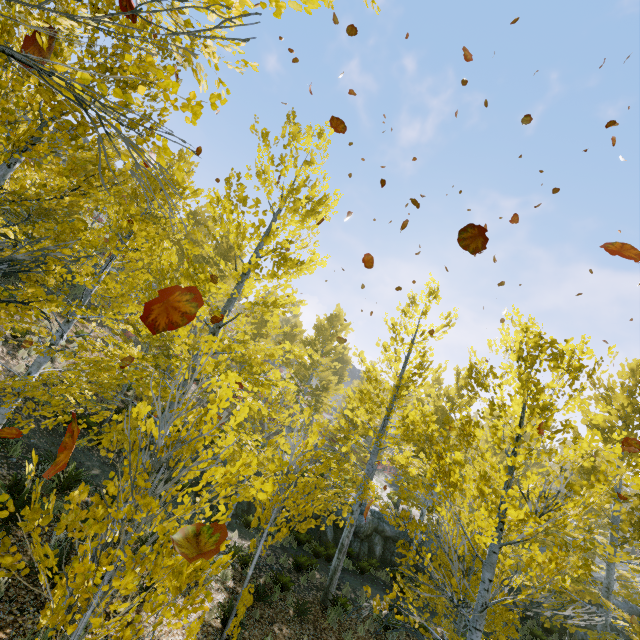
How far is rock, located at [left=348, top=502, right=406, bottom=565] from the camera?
15.9 meters

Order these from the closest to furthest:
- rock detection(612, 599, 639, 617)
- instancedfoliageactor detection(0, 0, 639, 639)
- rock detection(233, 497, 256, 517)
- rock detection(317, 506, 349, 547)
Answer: instancedfoliageactor detection(0, 0, 639, 639)
rock detection(233, 497, 256, 517)
rock detection(612, 599, 639, 617)
rock detection(317, 506, 349, 547)

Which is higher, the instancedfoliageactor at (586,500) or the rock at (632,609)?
the rock at (632,609)

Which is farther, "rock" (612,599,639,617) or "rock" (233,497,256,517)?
"rock" (612,599,639,617)

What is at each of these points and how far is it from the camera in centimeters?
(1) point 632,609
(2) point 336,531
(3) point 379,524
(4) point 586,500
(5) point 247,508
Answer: (1) rock, 1465cm
(2) rock, 1606cm
(3) rock, 1658cm
(4) instancedfoliageactor, 1135cm
(5) rock, 1395cm

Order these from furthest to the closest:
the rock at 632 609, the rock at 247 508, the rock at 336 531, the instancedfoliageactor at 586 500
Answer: the rock at 336 531 < the rock at 632 609 < the rock at 247 508 < the instancedfoliageactor at 586 500

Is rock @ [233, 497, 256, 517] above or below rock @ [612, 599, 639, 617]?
below
